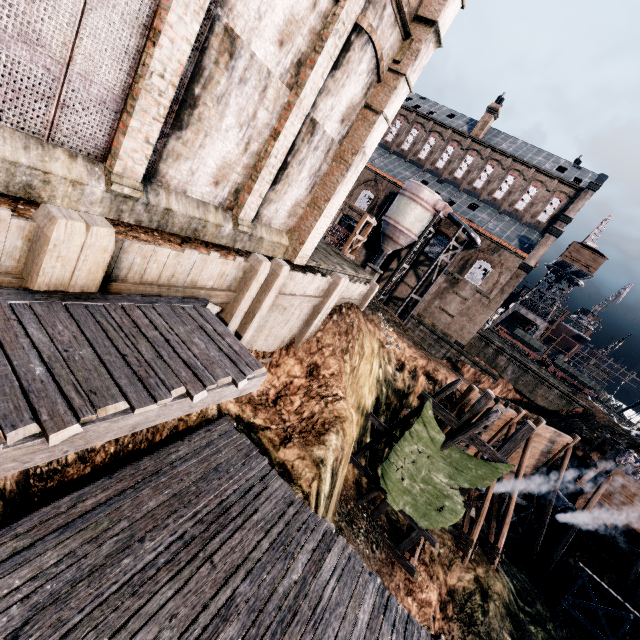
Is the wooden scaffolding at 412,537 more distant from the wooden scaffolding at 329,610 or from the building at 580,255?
the building at 580,255

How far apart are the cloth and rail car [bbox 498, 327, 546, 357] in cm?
4047

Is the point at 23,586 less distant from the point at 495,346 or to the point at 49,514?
the point at 49,514

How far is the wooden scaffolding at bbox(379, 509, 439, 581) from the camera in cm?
1620

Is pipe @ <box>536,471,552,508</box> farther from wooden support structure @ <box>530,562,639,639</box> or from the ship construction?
the ship construction

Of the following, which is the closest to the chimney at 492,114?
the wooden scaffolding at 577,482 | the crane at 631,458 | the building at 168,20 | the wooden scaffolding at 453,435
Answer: the building at 168,20

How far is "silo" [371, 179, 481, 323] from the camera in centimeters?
3572cm

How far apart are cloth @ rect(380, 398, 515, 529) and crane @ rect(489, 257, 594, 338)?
51.0m
